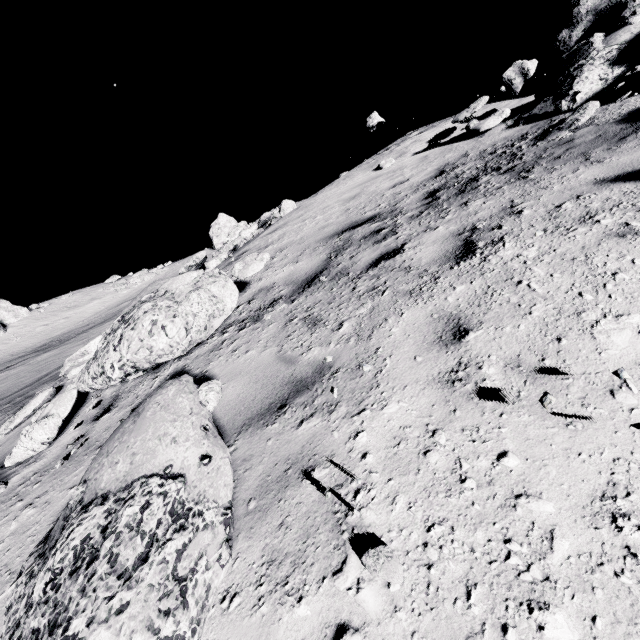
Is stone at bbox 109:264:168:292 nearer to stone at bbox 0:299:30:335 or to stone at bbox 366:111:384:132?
stone at bbox 0:299:30:335

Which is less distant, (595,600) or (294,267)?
(595,600)

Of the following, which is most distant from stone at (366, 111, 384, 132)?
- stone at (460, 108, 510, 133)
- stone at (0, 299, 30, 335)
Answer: stone at (0, 299, 30, 335)

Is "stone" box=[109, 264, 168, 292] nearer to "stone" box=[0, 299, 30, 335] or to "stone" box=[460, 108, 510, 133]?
"stone" box=[0, 299, 30, 335]

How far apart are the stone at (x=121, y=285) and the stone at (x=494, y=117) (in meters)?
35.35

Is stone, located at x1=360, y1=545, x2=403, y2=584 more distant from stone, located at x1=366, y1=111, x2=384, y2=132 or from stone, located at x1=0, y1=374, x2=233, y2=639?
stone, located at x1=366, y1=111, x2=384, y2=132

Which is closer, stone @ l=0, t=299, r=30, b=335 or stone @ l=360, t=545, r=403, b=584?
stone @ l=360, t=545, r=403, b=584

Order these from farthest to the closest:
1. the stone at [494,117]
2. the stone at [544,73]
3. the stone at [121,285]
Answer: the stone at [121,285] → the stone at [494,117] → the stone at [544,73]
